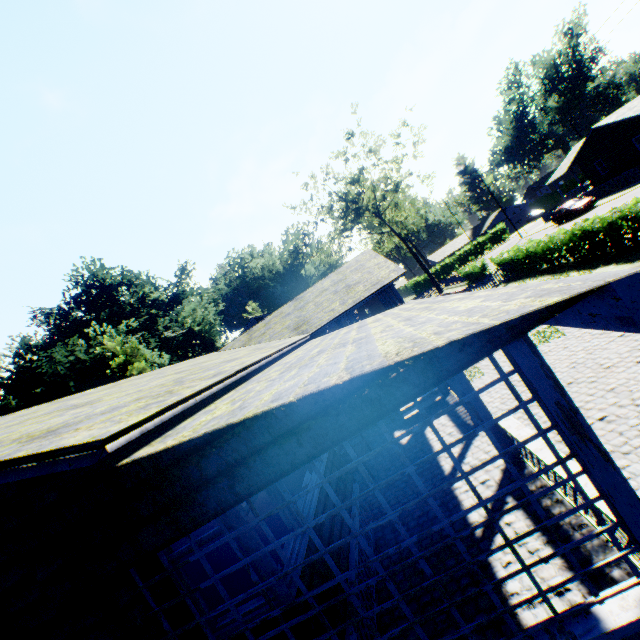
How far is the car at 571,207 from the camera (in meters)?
30.95

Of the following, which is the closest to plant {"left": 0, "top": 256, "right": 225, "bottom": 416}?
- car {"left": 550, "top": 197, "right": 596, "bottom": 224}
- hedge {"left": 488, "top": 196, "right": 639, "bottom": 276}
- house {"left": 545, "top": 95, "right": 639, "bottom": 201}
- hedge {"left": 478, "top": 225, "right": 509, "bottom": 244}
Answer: hedge {"left": 478, "top": 225, "right": 509, "bottom": 244}

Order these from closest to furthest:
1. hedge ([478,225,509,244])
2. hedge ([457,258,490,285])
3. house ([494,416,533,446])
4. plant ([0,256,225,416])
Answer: house ([494,416,533,446]), hedge ([457,258,490,285]), plant ([0,256,225,416]), hedge ([478,225,509,244])

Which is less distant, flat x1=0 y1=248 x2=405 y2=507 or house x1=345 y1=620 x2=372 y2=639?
flat x1=0 y1=248 x2=405 y2=507

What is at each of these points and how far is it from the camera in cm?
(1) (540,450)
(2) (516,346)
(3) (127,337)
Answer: (1) house, 485
(2) pillar, 261
(3) plant, 3875

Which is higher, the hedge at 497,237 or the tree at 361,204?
the tree at 361,204

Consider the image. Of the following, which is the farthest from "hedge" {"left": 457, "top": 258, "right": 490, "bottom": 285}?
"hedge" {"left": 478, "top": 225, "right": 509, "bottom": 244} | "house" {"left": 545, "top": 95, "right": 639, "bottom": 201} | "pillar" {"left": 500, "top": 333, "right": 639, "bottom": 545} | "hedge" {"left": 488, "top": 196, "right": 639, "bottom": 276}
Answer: "pillar" {"left": 500, "top": 333, "right": 639, "bottom": 545}

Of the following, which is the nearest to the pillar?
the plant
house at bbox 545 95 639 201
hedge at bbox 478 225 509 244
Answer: the plant
